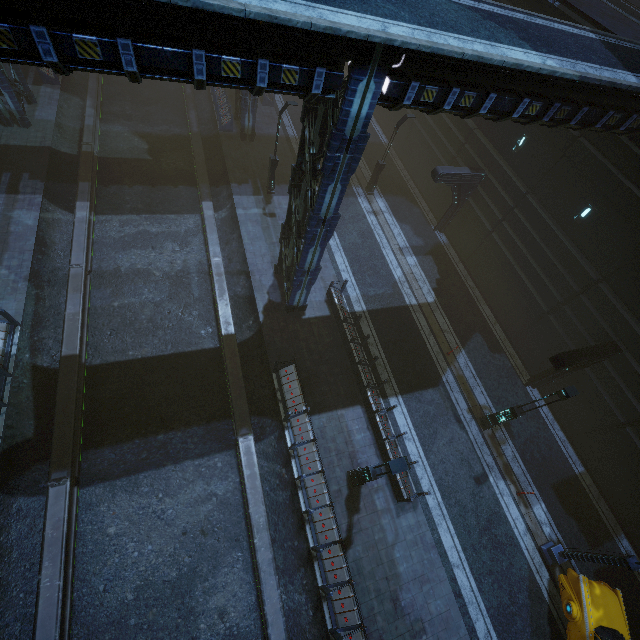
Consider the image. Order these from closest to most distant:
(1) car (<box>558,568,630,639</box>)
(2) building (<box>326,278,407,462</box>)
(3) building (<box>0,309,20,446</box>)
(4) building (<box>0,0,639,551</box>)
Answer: (4) building (<box>0,0,639,551</box>)
(1) car (<box>558,568,630,639</box>)
(3) building (<box>0,309,20,446</box>)
(2) building (<box>326,278,407,462</box>)

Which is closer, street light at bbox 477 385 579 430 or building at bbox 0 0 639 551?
building at bbox 0 0 639 551

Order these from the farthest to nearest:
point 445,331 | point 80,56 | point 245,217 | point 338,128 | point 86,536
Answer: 1. point 245,217
2. point 445,331
3. point 86,536
4. point 338,128
5. point 80,56

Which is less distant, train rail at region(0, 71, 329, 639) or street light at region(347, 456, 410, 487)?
street light at region(347, 456, 410, 487)

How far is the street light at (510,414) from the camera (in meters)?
11.51

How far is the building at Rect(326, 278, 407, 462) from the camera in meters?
14.2

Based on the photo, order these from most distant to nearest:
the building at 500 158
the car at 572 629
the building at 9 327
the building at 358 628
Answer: the building at 9 327
the car at 572 629
the building at 358 628
the building at 500 158

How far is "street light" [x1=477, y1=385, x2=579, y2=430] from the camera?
11.5m
